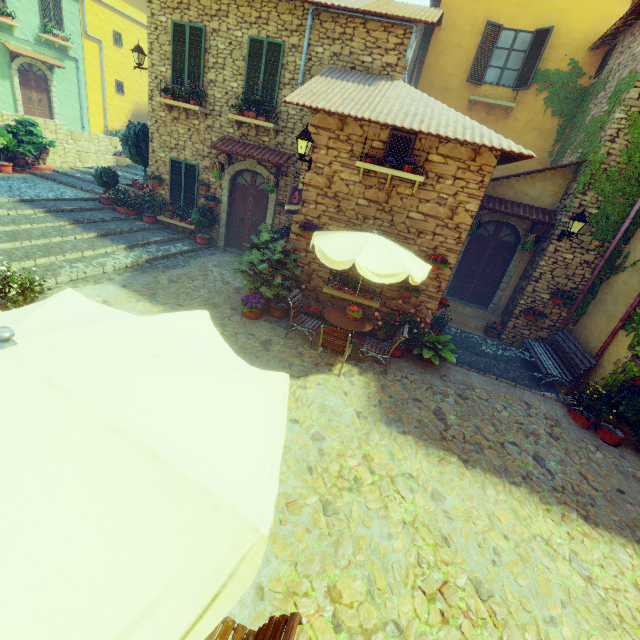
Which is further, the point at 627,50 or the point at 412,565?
the point at 627,50

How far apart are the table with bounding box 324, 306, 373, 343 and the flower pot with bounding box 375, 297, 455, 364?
1.4m

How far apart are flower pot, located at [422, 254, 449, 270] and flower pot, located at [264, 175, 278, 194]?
5.3 meters

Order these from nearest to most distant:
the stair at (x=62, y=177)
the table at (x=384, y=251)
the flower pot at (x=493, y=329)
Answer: the table at (x=384, y=251) < the flower pot at (x=493, y=329) < the stair at (x=62, y=177)

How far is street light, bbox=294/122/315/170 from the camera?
6.8m

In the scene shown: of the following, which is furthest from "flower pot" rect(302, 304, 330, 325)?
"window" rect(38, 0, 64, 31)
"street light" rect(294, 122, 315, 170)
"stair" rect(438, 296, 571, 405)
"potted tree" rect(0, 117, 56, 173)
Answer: "window" rect(38, 0, 64, 31)

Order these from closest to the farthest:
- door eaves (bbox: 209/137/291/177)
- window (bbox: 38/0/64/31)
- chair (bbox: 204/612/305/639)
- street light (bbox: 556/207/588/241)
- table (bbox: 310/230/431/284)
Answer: chair (bbox: 204/612/305/639) → table (bbox: 310/230/431/284) → street light (bbox: 556/207/588/241) → door eaves (bbox: 209/137/291/177) → window (bbox: 38/0/64/31)

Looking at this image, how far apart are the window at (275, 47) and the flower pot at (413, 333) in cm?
791
